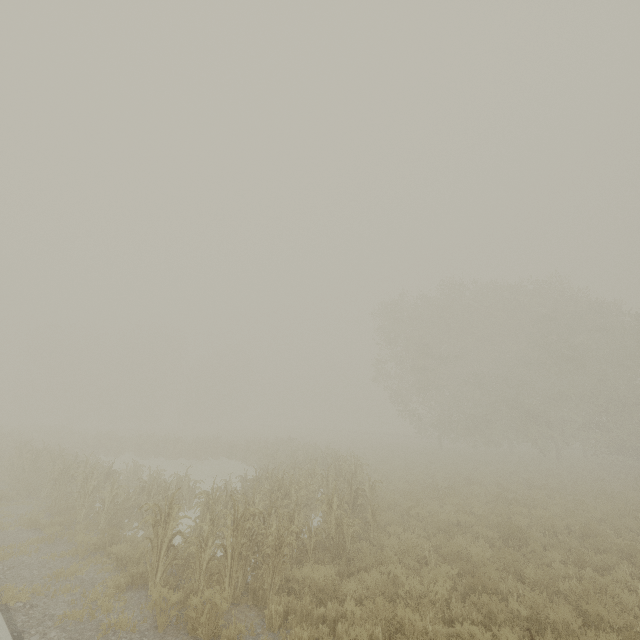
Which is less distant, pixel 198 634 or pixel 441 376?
pixel 198 634
